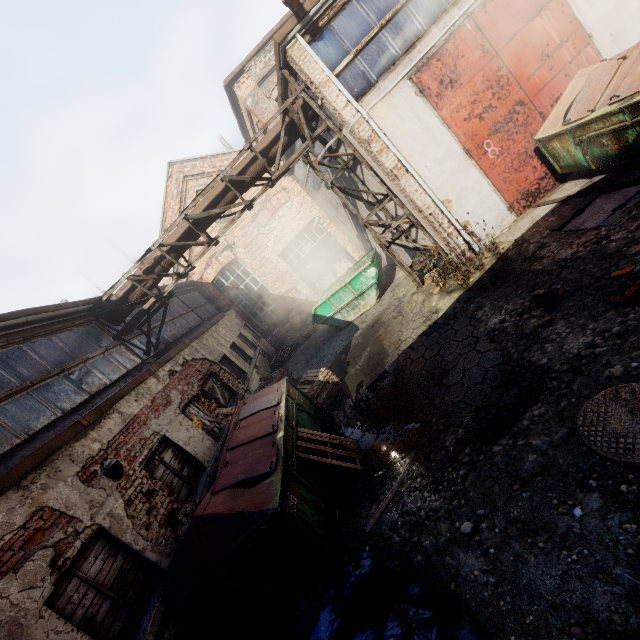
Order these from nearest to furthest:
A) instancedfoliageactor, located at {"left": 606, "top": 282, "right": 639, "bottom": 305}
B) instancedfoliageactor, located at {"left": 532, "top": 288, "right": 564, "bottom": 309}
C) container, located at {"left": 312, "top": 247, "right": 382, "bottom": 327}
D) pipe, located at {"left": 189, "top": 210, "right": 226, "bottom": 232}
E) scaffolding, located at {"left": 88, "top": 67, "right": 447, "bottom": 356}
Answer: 1. instancedfoliageactor, located at {"left": 606, "top": 282, "right": 639, "bottom": 305}
2. instancedfoliageactor, located at {"left": 532, "top": 288, "right": 564, "bottom": 309}
3. scaffolding, located at {"left": 88, "top": 67, "right": 447, "bottom": 356}
4. pipe, located at {"left": 189, "top": 210, "right": 226, "bottom": 232}
5. container, located at {"left": 312, "top": 247, "right": 382, "bottom": 327}

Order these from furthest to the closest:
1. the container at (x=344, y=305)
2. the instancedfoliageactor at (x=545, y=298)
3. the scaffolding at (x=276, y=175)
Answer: the container at (x=344, y=305)
the scaffolding at (x=276, y=175)
the instancedfoliageactor at (x=545, y=298)

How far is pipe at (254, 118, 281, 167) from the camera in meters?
8.2

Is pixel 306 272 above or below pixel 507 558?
above

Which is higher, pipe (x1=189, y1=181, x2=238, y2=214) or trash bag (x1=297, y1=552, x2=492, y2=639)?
pipe (x1=189, y1=181, x2=238, y2=214)

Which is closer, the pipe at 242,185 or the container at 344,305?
the pipe at 242,185

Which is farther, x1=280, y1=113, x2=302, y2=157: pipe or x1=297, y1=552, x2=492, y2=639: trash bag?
x1=280, y1=113, x2=302, y2=157: pipe
